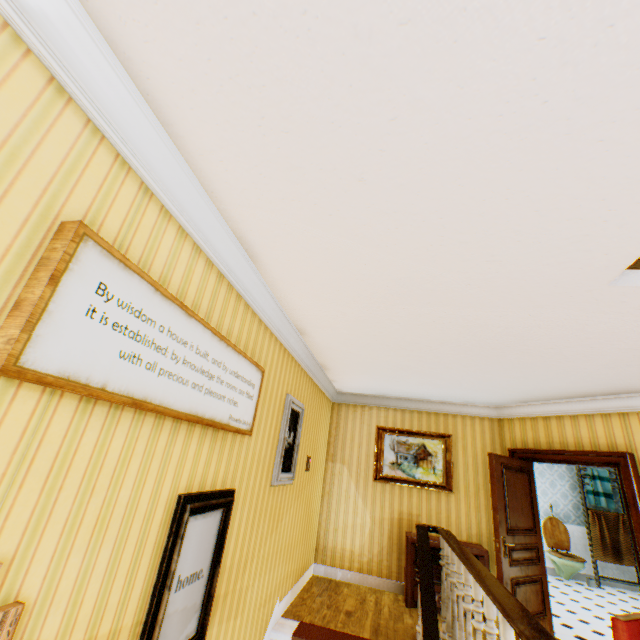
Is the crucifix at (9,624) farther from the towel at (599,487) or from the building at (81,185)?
the towel at (599,487)

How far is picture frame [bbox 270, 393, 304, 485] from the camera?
3.59m

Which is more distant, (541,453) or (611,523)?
(611,523)

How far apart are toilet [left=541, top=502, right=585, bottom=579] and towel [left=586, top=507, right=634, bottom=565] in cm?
44

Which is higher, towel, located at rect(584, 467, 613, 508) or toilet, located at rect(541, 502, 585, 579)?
towel, located at rect(584, 467, 613, 508)

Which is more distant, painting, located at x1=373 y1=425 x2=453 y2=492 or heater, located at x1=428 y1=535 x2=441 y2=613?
painting, located at x1=373 y1=425 x2=453 y2=492

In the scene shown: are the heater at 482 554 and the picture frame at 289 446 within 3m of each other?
yes

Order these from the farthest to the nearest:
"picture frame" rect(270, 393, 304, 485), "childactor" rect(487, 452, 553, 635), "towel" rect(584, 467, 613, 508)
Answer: "towel" rect(584, 467, 613, 508) < "childactor" rect(487, 452, 553, 635) < "picture frame" rect(270, 393, 304, 485)
